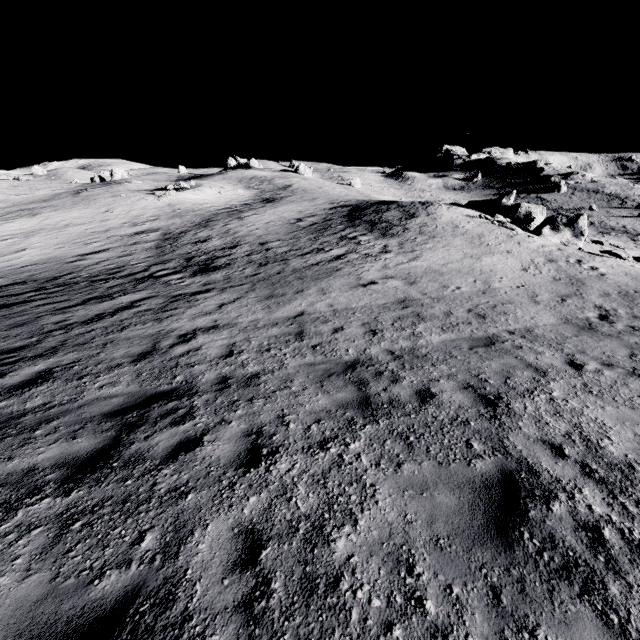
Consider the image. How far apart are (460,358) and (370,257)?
11.7m
